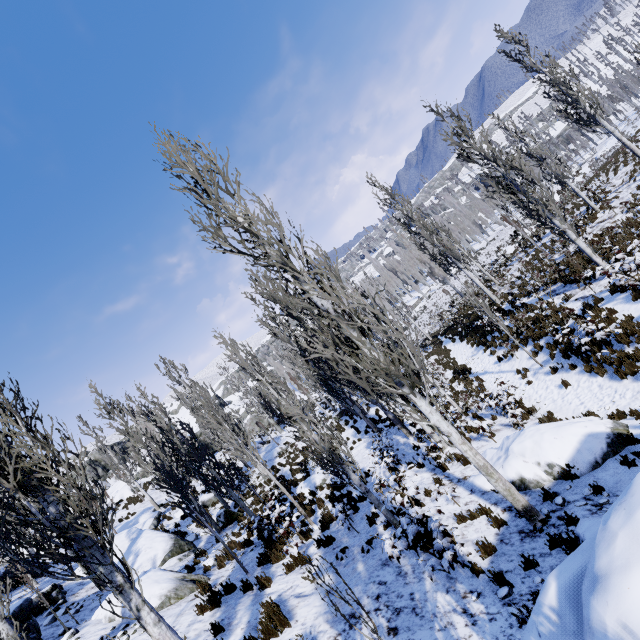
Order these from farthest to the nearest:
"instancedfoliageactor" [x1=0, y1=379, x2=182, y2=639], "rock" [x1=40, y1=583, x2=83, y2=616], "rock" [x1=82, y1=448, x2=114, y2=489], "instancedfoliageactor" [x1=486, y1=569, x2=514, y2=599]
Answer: "rock" [x1=82, y1=448, x2=114, y2=489]
"rock" [x1=40, y1=583, x2=83, y2=616]
"instancedfoliageactor" [x1=486, y1=569, x2=514, y2=599]
"instancedfoliageactor" [x1=0, y1=379, x2=182, y2=639]

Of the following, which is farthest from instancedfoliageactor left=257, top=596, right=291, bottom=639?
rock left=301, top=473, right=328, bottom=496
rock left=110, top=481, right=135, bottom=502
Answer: rock left=110, top=481, right=135, bottom=502

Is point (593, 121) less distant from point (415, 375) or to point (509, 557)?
point (415, 375)

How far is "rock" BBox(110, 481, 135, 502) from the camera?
32.3 meters

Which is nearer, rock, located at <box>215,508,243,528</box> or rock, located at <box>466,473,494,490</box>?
rock, located at <box>466,473,494,490</box>

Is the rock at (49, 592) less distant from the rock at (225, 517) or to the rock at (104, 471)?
the rock at (225, 517)

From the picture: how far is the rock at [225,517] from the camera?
16.8m

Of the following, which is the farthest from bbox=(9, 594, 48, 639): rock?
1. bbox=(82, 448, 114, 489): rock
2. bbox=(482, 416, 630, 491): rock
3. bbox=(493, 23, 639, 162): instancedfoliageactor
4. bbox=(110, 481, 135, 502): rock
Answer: bbox=(82, 448, 114, 489): rock
